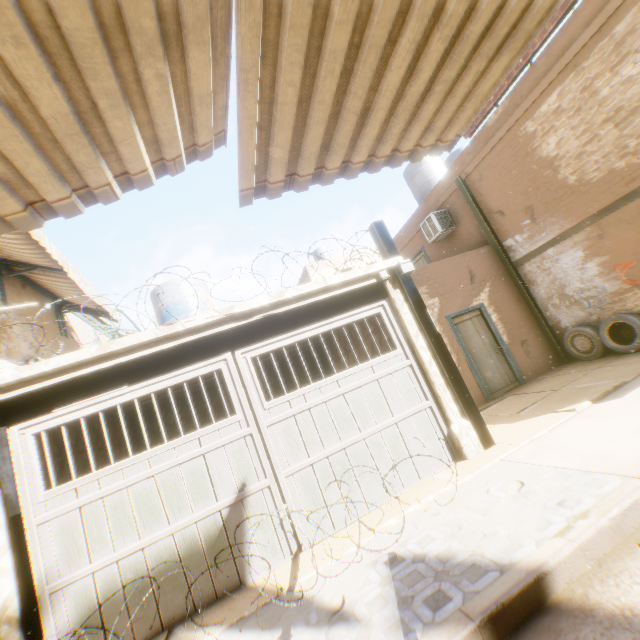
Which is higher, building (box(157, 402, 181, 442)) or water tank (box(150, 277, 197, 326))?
water tank (box(150, 277, 197, 326))

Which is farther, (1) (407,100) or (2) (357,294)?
(2) (357,294)

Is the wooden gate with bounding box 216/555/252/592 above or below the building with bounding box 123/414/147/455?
below

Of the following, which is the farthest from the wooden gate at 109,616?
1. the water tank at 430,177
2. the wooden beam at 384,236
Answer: the water tank at 430,177

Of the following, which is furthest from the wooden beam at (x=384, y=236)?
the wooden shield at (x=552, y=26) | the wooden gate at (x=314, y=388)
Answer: the wooden shield at (x=552, y=26)

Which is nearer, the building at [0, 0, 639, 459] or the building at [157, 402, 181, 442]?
the building at [0, 0, 639, 459]

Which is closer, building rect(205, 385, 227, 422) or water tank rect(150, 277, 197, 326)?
water tank rect(150, 277, 197, 326)

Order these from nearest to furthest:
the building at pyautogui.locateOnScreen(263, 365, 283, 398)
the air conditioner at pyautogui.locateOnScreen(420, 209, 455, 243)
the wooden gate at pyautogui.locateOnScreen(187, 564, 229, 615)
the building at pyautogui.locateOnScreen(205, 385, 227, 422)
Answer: the wooden gate at pyautogui.locateOnScreen(187, 564, 229, 615)
the building at pyautogui.locateOnScreen(205, 385, 227, 422)
the building at pyautogui.locateOnScreen(263, 365, 283, 398)
the air conditioner at pyautogui.locateOnScreen(420, 209, 455, 243)
